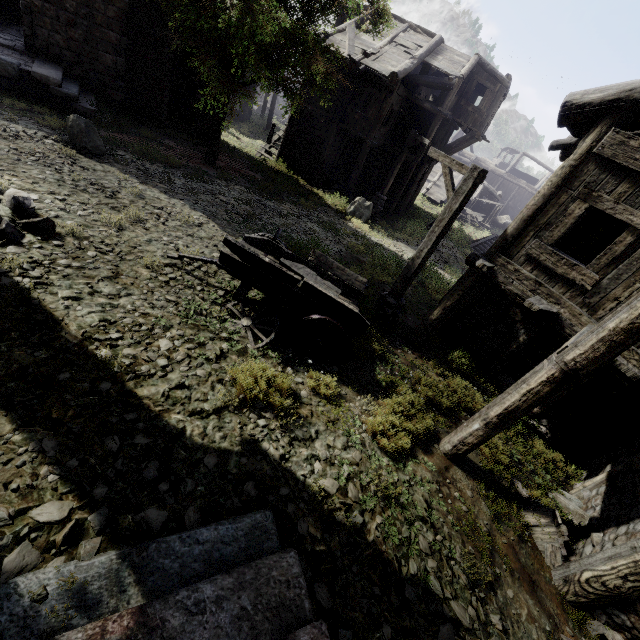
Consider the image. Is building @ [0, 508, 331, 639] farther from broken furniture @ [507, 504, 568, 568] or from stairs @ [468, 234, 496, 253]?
stairs @ [468, 234, 496, 253]

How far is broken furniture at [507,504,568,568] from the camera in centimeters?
487cm

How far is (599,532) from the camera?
4.9 meters

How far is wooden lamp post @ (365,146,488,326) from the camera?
6.95m

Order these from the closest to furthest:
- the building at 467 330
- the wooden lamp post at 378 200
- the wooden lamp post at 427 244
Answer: the building at 467 330 < the wooden lamp post at 427 244 < the wooden lamp post at 378 200

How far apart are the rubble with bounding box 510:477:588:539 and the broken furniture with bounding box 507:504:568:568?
0.1m

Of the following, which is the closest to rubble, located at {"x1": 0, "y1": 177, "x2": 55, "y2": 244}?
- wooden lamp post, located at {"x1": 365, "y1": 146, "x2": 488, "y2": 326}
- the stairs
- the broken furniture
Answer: wooden lamp post, located at {"x1": 365, "y1": 146, "x2": 488, "y2": 326}

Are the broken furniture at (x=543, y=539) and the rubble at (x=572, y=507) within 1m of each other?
yes
